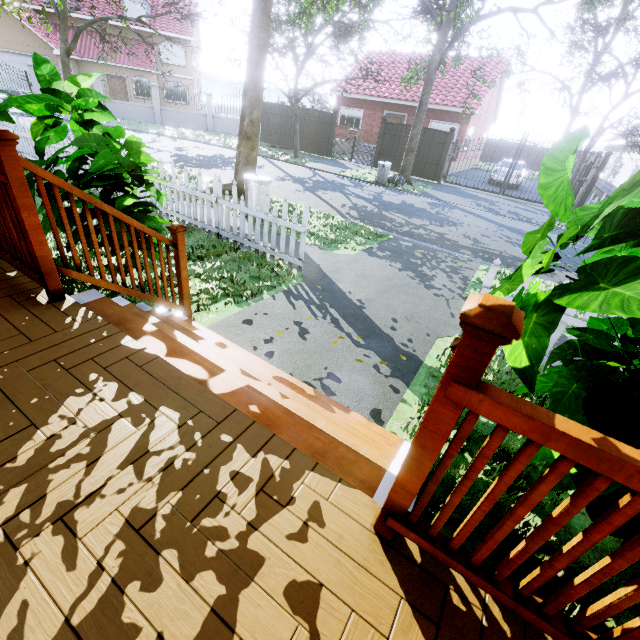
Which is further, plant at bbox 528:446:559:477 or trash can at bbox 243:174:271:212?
Result: trash can at bbox 243:174:271:212

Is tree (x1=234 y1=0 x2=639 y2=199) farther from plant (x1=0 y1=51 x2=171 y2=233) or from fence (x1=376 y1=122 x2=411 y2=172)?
plant (x1=0 y1=51 x2=171 y2=233)

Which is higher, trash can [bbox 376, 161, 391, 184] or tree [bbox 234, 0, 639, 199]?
tree [bbox 234, 0, 639, 199]

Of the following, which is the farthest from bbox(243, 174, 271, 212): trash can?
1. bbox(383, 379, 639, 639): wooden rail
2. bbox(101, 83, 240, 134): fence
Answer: bbox(101, 83, 240, 134): fence

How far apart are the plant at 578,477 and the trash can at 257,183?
6.5 meters

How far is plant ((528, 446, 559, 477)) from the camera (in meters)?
1.62

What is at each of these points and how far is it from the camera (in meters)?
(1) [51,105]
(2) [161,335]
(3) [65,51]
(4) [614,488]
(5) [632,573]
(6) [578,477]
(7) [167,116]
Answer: (1) plant, 3.83
(2) stairs, 2.42
(3) tree, 19.17
(4) plant, 1.44
(5) plant, 1.75
(6) plant, 1.54
(7) fence, 24.09

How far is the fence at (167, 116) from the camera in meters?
23.2 m
